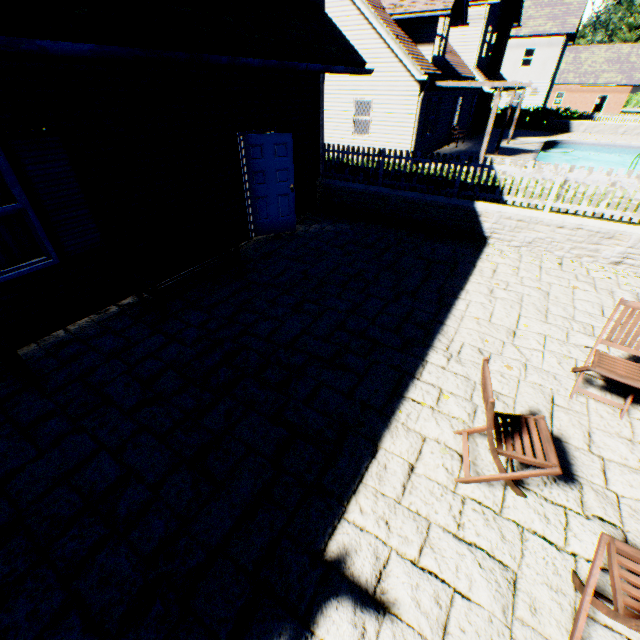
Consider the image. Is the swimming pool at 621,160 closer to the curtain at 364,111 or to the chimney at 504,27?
the chimney at 504,27

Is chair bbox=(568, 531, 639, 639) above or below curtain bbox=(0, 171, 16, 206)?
below

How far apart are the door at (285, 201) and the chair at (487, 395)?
6.3m

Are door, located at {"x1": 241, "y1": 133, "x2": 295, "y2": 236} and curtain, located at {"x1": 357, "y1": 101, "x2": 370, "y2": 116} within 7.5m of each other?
no

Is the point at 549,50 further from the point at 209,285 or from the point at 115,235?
the point at 115,235

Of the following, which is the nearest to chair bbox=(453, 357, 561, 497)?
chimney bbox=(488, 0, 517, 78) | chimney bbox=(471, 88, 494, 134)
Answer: chimney bbox=(471, 88, 494, 134)

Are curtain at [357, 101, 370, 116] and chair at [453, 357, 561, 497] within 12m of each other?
no

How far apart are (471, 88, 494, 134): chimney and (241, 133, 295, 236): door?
24.0 meters
